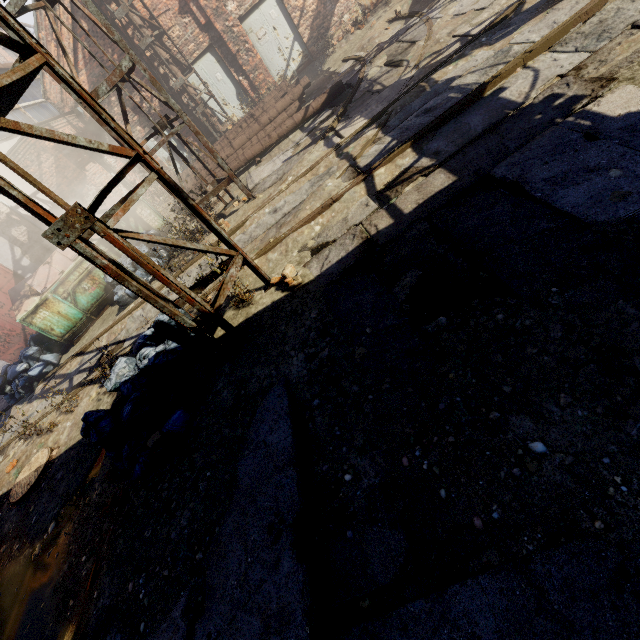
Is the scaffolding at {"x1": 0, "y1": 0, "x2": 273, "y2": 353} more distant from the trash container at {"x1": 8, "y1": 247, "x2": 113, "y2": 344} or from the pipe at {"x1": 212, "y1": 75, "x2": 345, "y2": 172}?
the trash container at {"x1": 8, "y1": 247, "x2": 113, "y2": 344}

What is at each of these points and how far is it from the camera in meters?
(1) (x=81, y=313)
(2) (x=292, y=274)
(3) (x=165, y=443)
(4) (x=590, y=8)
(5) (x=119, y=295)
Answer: (1) trash container, 8.8
(2) instancedfoliageactor, 4.3
(3) instancedfoliageactor, 3.3
(4) track, 4.3
(5) trash bag, 7.9

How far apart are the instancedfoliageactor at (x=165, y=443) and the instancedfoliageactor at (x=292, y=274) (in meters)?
1.94

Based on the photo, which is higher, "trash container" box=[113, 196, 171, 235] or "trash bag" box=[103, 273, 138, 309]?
"trash container" box=[113, 196, 171, 235]

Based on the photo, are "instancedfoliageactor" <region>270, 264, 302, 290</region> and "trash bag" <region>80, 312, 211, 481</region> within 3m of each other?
yes

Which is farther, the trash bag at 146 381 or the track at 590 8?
the track at 590 8

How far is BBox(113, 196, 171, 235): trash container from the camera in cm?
912

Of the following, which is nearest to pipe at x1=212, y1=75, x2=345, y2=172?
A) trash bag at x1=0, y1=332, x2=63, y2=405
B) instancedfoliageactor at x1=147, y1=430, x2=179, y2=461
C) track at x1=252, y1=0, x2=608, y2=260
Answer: track at x1=252, y1=0, x2=608, y2=260
